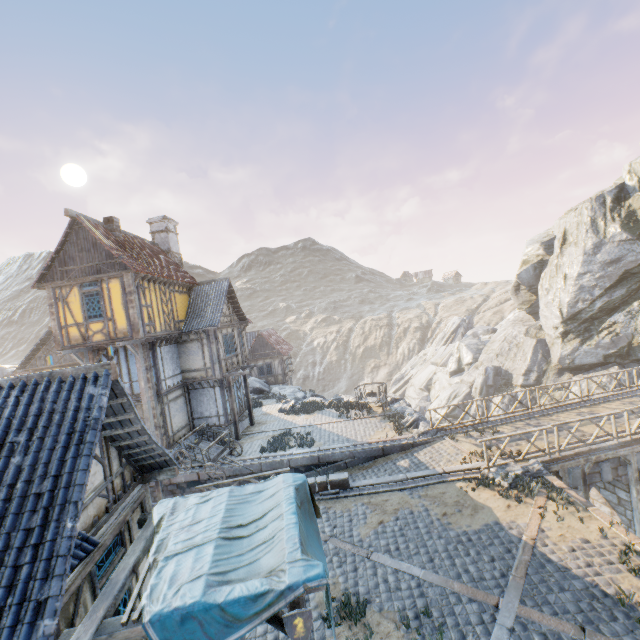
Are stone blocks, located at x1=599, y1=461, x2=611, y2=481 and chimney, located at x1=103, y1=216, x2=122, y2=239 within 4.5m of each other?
no

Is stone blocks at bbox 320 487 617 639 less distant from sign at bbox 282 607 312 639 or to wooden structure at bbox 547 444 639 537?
wooden structure at bbox 547 444 639 537

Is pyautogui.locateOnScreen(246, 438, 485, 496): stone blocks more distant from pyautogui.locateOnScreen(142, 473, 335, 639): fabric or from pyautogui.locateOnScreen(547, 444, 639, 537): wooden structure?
pyautogui.locateOnScreen(142, 473, 335, 639): fabric

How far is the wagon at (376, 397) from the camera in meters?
20.2 m

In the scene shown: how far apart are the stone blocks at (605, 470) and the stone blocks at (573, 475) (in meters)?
1.10

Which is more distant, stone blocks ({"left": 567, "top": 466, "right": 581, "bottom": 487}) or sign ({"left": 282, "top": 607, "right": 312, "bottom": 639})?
stone blocks ({"left": 567, "top": 466, "right": 581, "bottom": 487})

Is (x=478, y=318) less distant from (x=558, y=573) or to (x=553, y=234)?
(x=553, y=234)

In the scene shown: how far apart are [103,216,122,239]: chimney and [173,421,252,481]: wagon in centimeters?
1046cm
